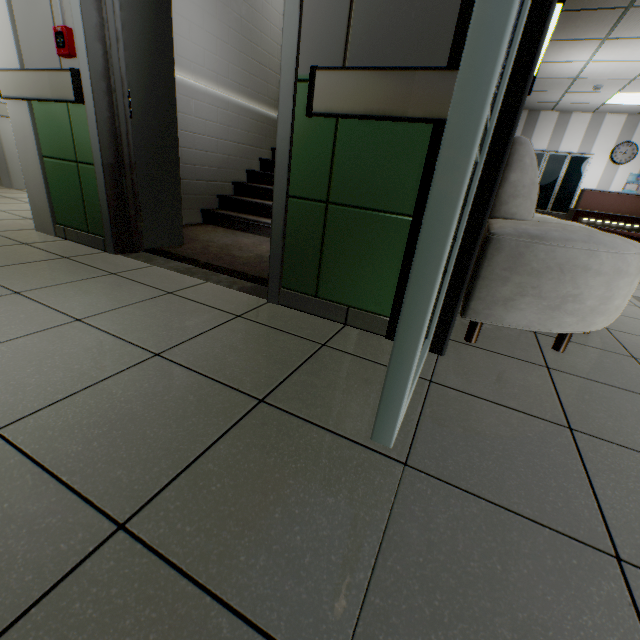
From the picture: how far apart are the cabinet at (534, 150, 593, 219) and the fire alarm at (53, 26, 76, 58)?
11.0 meters

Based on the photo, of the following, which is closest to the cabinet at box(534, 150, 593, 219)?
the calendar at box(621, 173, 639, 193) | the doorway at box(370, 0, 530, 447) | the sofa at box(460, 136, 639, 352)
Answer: the calendar at box(621, 173, 639, 193)

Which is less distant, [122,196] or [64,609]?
[64,609]

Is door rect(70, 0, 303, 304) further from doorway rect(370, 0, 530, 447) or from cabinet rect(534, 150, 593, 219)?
cabinet rect(534, 150, 593, 219)

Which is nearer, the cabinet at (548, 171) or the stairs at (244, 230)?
the stairs at (244, 230)

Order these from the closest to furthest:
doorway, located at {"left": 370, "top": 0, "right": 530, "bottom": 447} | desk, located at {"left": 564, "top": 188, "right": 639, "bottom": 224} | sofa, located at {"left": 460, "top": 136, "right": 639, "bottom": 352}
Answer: doorway, located at {"left": 370, "top": 0, "right": 530, "bottom": 447}
sofa, located at {"left": 460, "top": 136, "right": 639, "bottom": 352}
desk, located at {"left": 564, "top": 188, "right": 639, "bottom": 224}

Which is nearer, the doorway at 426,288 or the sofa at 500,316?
the doorway at 426,288

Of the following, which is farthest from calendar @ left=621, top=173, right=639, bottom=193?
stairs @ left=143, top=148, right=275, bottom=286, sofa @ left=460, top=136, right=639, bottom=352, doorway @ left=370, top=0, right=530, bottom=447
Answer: doorway @ left=370, top=0, right=530, bottom=447
